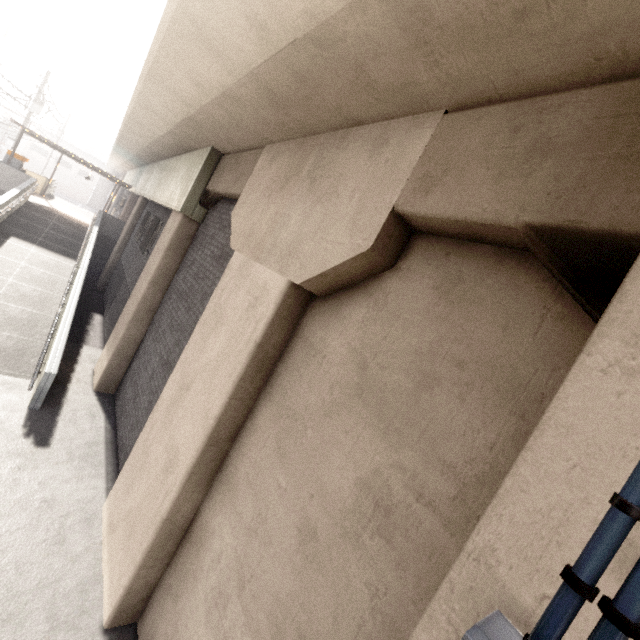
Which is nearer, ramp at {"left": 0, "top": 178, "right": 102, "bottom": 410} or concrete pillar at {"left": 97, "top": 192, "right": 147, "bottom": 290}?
ramp at {"left": 0, "top": 178, "right": 102, "bottom": 410}

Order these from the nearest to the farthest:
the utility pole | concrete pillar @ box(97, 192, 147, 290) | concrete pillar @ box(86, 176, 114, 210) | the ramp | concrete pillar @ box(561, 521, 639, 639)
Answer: concrete pillar @ box(561, 521, 639, 639), the ramp, concrete pillar @ box(97, 192, 147, 290), the utility pole, concrete pillar @ box(86, 176, 114, 210)

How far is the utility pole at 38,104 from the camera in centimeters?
2092cm

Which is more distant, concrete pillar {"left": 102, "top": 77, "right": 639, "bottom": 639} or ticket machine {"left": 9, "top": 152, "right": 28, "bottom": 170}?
ticket machine {"left": 9, "top": 152, "right": 28, "bottom": 170}

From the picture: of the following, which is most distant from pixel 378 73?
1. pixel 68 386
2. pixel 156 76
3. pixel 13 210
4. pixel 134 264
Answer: pixel 13 210

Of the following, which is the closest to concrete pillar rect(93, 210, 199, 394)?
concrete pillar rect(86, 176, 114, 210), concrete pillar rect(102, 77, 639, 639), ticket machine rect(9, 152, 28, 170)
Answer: concrete pillar rect(102, 77, 639, 639)

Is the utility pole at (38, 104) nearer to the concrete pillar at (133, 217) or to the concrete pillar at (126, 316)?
the concrete pillar at (133, 217)

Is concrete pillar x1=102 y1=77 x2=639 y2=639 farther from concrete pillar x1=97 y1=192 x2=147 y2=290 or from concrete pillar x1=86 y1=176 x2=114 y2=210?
concrete pillar x1=86 y1=176 x2=114 y2=210
